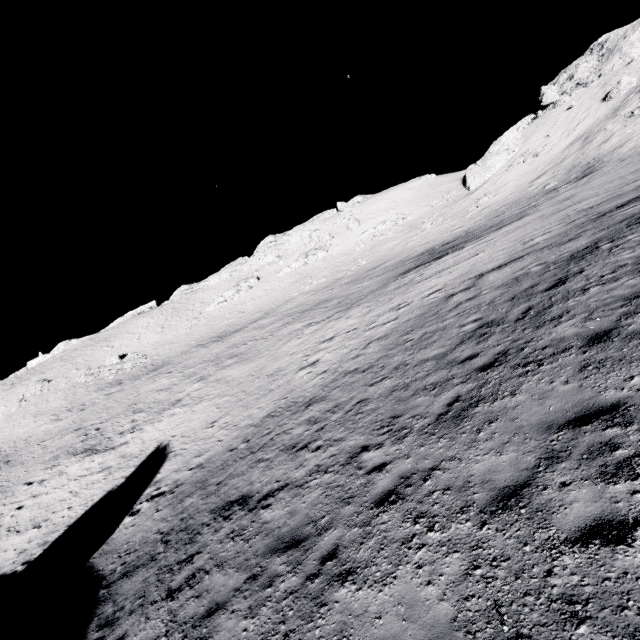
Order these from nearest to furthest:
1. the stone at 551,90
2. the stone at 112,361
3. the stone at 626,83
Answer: the stone at 626,83
the stone at 551,90
the stone at 112,361

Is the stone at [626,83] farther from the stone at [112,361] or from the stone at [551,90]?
the stone at [112,361]

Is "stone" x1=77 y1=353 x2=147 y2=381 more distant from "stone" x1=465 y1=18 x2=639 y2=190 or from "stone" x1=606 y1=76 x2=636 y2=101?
"stone" x1=606 y1=76 x2=636 y2=101

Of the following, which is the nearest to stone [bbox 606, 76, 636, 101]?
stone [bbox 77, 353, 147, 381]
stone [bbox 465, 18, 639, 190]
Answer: stone [bbox 465, 18, 639, 190]

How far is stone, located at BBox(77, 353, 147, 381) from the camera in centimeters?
4934cm

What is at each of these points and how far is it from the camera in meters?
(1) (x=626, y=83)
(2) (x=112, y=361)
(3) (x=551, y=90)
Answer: (1) stone, 40.1 m
(2) stone, 52.6 m
(3) stone, 53.2 m

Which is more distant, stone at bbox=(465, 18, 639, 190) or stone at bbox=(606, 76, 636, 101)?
stone at bbox=(465, 18, 639, 190)
